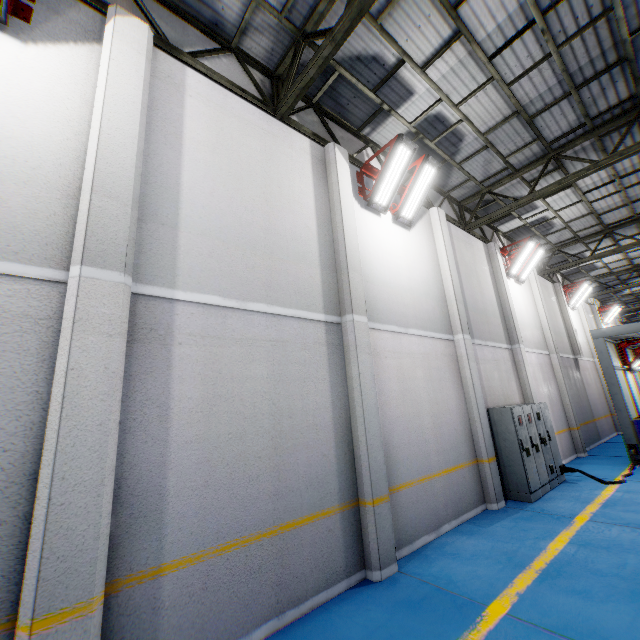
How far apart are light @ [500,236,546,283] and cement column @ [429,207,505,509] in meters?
4.1

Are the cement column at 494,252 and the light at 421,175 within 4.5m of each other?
no

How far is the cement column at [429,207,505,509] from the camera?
7.52m

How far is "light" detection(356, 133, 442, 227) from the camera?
7.04m

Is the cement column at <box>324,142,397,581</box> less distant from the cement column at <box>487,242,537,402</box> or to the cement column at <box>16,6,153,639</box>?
the cement column at <box>16,6,153,639</box>

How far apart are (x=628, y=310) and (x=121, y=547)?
40.6 meters

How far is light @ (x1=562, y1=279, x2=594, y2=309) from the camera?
17.04m

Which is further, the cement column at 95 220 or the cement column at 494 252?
the cement column at 494 252
